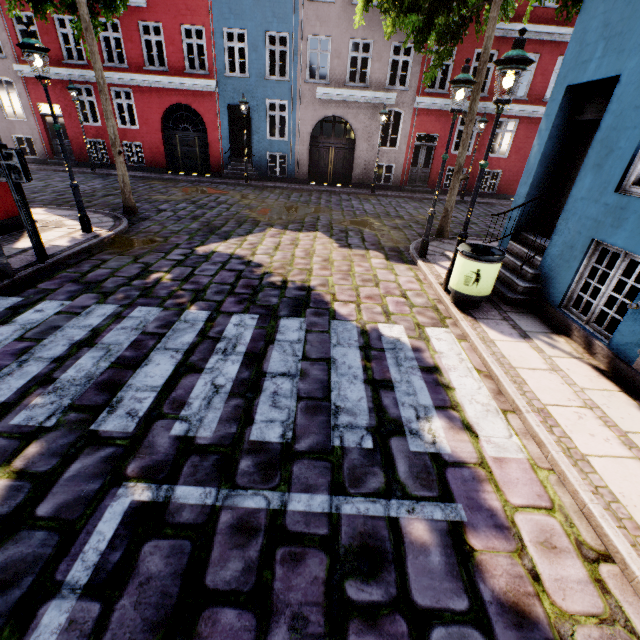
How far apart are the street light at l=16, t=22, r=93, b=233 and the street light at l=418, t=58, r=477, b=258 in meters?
7.8

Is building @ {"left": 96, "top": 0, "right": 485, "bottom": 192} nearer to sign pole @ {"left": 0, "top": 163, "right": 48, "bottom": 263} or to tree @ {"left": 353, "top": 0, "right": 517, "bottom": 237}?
tree @ {"left": 353, "top": 0, "right": 517, "bottom": 237}

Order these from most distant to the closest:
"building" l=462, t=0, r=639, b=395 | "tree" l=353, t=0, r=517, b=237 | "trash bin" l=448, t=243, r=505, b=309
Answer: "tree" l=353, t=0, r=517, b=237
"trash bin" l=448, t=243, r=505, b=309
"building" l=462, t=0, r=639, b=395

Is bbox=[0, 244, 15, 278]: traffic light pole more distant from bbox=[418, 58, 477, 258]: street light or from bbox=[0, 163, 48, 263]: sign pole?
bbox=[418, 58, 477, 258]: street light

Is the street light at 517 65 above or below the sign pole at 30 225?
above

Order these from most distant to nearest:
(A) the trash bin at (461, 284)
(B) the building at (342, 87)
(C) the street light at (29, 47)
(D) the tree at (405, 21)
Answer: (B) the building at (342, 87) < (D) the tree at (405, 21) < (C) the street light at (29, 47) < (A) the trash bin at (461, 284)

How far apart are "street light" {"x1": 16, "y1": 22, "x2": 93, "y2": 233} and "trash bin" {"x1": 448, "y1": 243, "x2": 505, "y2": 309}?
8.39m

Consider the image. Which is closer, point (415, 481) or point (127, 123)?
point (415, 481)
